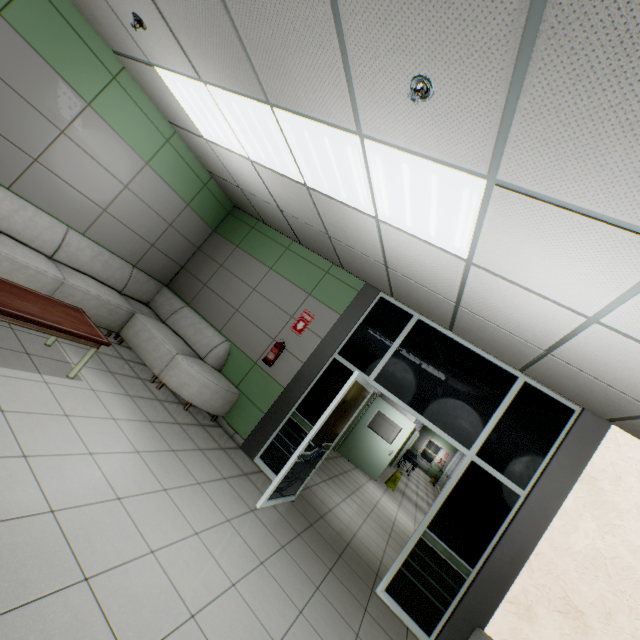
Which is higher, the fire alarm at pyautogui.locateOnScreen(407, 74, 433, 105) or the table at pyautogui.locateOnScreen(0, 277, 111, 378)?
the fire alarm at pyautogui.locateOnScreen(407, 74, 433, 105)

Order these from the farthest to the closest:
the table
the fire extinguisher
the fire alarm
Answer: the fire extinguisher < the table < the fire alarm

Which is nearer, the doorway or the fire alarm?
the fire alarm

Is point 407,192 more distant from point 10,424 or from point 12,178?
point 12,178

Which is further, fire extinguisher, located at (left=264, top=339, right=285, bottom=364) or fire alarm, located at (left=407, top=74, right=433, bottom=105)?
fire extinguisher, located at (left=264, top=339, right=285, bottom=364)

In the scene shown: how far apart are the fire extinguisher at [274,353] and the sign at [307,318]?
0.20m

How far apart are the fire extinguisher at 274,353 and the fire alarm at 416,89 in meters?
4.0 m

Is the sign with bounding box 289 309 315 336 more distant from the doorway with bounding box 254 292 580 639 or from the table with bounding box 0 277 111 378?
the table with bounding box 0 277 111 378
